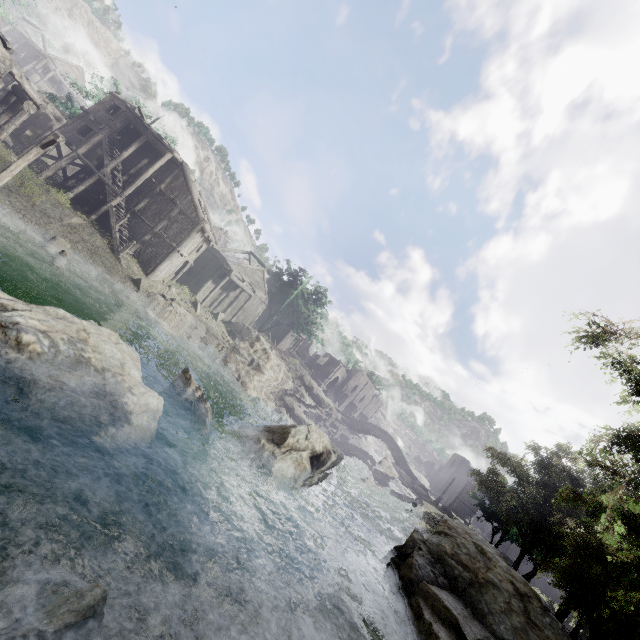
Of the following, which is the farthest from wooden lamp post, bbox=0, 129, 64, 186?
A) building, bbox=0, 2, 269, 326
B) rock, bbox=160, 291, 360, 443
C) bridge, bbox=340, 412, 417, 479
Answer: bridge, bbox=340, 412, 417, 479

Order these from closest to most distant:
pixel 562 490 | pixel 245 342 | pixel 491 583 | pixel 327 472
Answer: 1. pixel 491 583
2. pixel 562 490
3. pixel 327 472
4. pixel 245 342

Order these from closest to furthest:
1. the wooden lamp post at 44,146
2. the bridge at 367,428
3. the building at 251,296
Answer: the wooden lamp post at 44,146, the building at 251,296, the bridge at 367,428

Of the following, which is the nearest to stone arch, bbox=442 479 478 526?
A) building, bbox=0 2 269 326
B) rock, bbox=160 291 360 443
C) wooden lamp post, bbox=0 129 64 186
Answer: building, bbox=0 2 269 326

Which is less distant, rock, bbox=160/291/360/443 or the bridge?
rock, bbox=160/291/360/443

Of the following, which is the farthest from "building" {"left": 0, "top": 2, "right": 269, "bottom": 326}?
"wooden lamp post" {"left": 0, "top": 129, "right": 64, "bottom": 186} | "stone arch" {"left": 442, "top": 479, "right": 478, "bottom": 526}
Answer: "wooden lamp post" {"left": 0, "top": 129, "right": 64, "bottom": 186}

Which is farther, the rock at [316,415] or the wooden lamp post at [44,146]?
the rock at [316,415]

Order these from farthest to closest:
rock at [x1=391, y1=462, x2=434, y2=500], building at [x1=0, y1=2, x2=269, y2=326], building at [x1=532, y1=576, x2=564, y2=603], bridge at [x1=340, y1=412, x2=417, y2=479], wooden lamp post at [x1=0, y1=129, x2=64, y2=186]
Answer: bridge at [x1=340, y1=412, x2=417, y2=479] < rock at [x1=391, y1=462, x2=434, y2=500] < building at [x1=532, y1=576, x2=564, y2=603] < building at [x1=0, y1=2, x2=269, y2=326] < wooden lamp post at [x1=0, y1=129, x2=64, y2=186]
